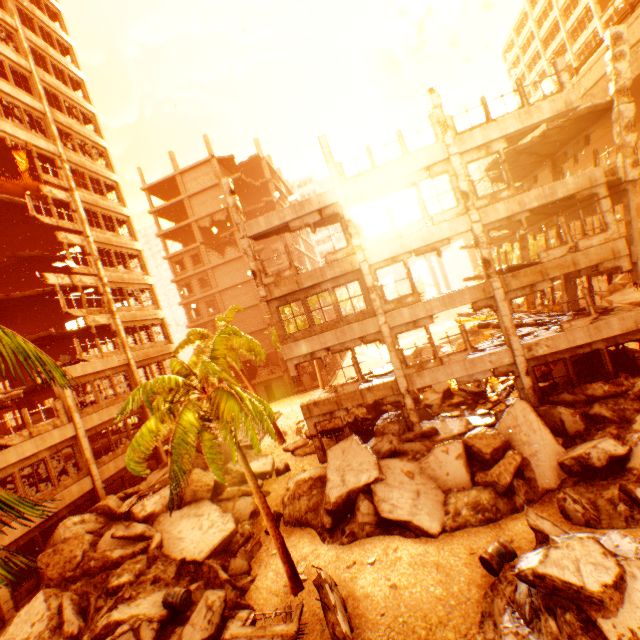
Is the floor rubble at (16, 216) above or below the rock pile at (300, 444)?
above

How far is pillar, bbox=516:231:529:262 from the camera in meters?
22.6 m

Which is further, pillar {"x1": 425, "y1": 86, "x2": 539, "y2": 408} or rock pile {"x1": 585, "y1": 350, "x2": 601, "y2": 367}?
rock pile {"x1": 585, "y1": 350, "x2": 601, "y2": 367}

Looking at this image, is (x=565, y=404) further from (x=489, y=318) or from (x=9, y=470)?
(x=9, y=470)

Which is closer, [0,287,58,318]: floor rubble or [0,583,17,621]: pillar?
[0,583,17,621]: pillar

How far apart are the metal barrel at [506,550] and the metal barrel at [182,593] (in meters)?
9.10

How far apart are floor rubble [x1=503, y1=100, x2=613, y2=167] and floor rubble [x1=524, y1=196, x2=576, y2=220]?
2.5 meters

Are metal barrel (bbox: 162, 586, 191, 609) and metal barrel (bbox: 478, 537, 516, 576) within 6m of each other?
no
